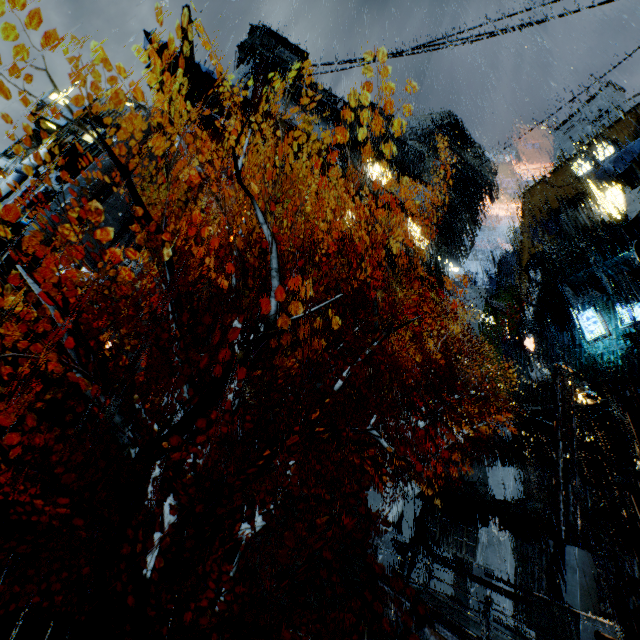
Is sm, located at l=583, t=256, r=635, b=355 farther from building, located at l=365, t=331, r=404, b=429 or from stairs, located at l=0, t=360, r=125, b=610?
stairs, located at l=0, t=360, r=125, b=610

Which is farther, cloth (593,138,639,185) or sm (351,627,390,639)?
cloth (593,138,639,185)

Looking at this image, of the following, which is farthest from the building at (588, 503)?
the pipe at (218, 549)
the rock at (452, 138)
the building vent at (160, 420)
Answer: the pipe at (218, 549)

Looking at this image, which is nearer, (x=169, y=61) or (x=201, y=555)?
(x=201, y=555)

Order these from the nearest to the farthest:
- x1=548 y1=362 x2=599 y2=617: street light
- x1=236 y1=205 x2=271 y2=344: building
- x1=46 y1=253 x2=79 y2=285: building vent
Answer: x1=548 y1=362 x2=599 y2=617: street light → x1=46 y1=253 x2=79 y2=285: building vent → x1=236 y1=205 x2=271 y2=344: building

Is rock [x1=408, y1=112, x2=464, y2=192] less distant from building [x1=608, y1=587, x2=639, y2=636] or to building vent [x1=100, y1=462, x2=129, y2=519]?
building [x1=608, y1=587, x2=639, y2=636]

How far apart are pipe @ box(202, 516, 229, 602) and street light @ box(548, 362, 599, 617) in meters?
12.3 m

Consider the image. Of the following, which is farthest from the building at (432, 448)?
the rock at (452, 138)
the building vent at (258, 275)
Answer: the rock at (452, 138)
